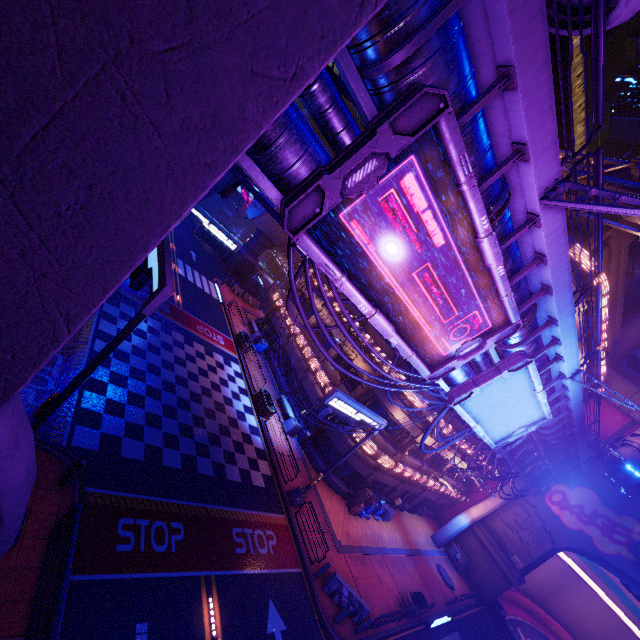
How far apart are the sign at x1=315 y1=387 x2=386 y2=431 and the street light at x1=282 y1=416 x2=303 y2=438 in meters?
5.0

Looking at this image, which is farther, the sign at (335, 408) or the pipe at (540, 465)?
the pipe at (540, 465)

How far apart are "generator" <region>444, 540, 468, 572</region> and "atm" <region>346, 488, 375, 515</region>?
15.69m

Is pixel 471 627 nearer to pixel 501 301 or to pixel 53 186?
pixel 501 301

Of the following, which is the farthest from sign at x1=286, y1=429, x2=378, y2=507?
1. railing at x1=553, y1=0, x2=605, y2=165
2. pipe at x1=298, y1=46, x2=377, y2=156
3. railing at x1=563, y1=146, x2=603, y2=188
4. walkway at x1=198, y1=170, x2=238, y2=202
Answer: walkway at x1=198, y1=170, x2=238, y2=202

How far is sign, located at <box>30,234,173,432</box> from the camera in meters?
8.6 m

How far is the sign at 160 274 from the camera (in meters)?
8.56

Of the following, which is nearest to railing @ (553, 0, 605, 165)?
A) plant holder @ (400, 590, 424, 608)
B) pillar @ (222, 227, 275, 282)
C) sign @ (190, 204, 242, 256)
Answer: sign @ (190, 204, 242, 256)
